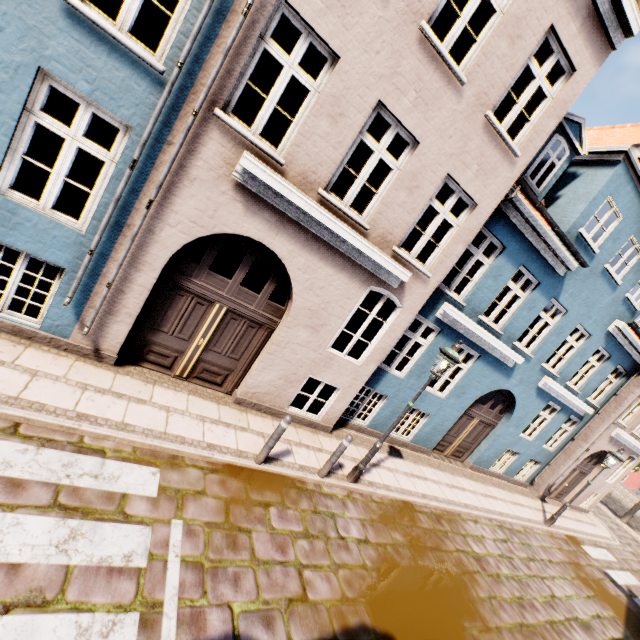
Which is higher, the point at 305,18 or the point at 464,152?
the point at 464,152

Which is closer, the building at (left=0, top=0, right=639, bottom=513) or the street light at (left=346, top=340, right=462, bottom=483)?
the building at (left=0, top=0, right=639, bottom=513)

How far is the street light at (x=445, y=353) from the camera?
6.3m

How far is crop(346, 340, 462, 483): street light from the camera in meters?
6.3

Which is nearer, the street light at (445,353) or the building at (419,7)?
the building at (419,7)
